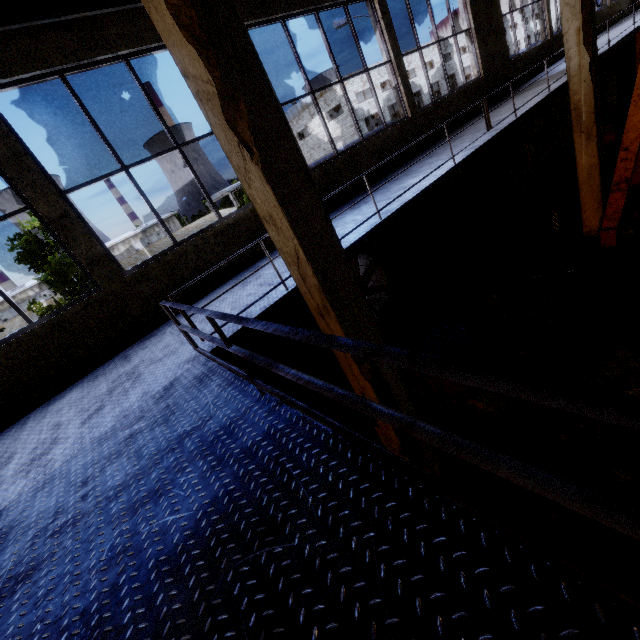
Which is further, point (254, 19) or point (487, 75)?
point (487, 75)

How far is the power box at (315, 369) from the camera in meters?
Answer: 7.0 m

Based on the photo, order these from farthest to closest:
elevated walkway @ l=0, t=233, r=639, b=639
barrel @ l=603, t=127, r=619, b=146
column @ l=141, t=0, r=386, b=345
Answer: barrel @ l=603, t=127, r=619, b=146 → column @ l=141, t=0, r=386, b=345 → elevated walkway @ l=0, t=233, r=639, b=639

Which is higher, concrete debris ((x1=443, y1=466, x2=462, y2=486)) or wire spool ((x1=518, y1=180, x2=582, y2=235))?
wire spool ((x1=518, y1=180, x2=582, y2=235))

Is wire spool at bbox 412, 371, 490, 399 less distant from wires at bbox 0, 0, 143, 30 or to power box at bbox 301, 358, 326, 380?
power box at bbox 301, 358, 326, 380

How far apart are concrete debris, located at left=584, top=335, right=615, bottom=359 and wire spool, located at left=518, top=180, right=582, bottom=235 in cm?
502

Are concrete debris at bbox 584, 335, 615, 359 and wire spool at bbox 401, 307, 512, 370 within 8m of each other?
yes

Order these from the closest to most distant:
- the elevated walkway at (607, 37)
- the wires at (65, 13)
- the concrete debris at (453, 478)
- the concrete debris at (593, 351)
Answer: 1. the wires at (65, 13)
2. the concrete debris at (453, 478)
3. the concrete debris at (593, 351)
4. the elevated walkway at (607, 37)
